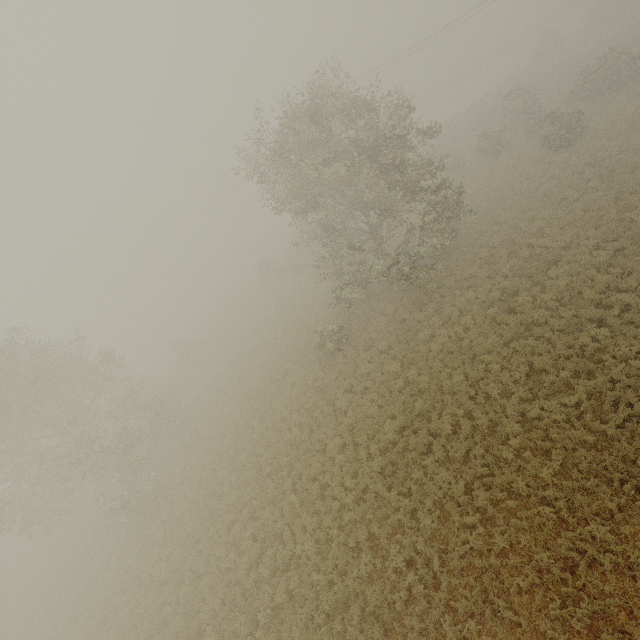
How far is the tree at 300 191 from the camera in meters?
16.1

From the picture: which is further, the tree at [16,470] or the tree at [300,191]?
the tree at [16,470]

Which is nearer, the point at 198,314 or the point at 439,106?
the point at 198,314

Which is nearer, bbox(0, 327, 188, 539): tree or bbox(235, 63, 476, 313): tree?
bbox(235, 63, 476, 313): tree

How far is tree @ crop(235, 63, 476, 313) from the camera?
16.1m
